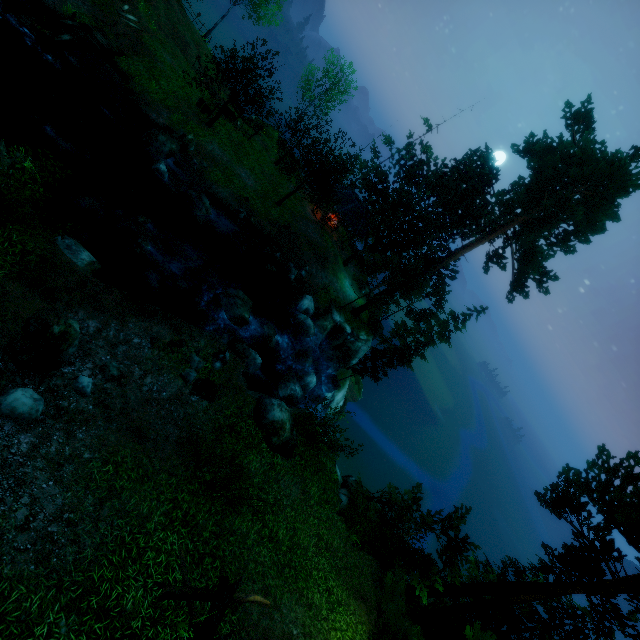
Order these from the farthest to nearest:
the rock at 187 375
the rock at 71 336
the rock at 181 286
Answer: the rock at 181 286
the rock at 187 375
the rock at 71 336

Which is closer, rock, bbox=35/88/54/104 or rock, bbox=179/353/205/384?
rock, bbox=179/353/205/384

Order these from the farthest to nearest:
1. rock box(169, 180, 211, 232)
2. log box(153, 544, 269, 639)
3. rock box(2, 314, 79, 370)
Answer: rock box(169, 180, 211, 232)
rock box(2, 314, 79, 370)
log box(153, 544, 269, 639)

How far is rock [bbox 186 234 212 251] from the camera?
20.2 meters

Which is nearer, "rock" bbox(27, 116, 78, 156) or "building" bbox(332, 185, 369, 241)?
"rock" bbox(27, 116, 78, 156)

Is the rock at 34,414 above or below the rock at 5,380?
above

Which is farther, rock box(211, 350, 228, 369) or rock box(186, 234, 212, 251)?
rock box(186, 234, 212, 251)

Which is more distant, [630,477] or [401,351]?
[401,351]
